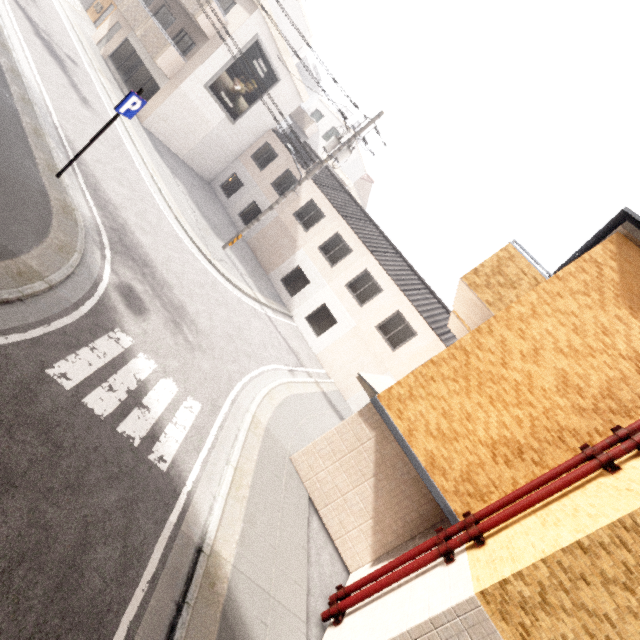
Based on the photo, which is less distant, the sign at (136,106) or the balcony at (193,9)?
the sign at (136,106)

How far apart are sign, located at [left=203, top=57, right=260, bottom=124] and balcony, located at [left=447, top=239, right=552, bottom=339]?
18.1 meters

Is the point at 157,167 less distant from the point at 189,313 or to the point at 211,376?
the point at 189,313

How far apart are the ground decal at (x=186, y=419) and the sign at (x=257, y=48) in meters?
17.7

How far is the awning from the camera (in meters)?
6.40

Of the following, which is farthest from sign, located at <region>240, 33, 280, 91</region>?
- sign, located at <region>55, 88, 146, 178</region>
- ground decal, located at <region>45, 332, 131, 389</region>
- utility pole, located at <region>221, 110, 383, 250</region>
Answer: ground decal, located at <region>45, 332, 131, 389</region>

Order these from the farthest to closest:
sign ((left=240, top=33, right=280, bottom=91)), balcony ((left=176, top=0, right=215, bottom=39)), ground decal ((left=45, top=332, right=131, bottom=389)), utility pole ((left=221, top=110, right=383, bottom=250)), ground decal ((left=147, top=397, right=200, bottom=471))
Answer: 1. sign ((left=240, top=33, right=280, bottom=91))
2. balcony ((left=176, top=0, right=215, bottom=39))
3. utility pole ((left=221, top=110, right=383, bottom=250))
4. ground decal ((left=147, top=397, right=200, bottom=471))
5. ground decal ((left=45, top=332, right=131, bottom=389))

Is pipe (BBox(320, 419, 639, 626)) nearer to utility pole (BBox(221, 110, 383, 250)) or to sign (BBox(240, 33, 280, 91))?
utility pole (BBox(221, 110, 383, 250))
